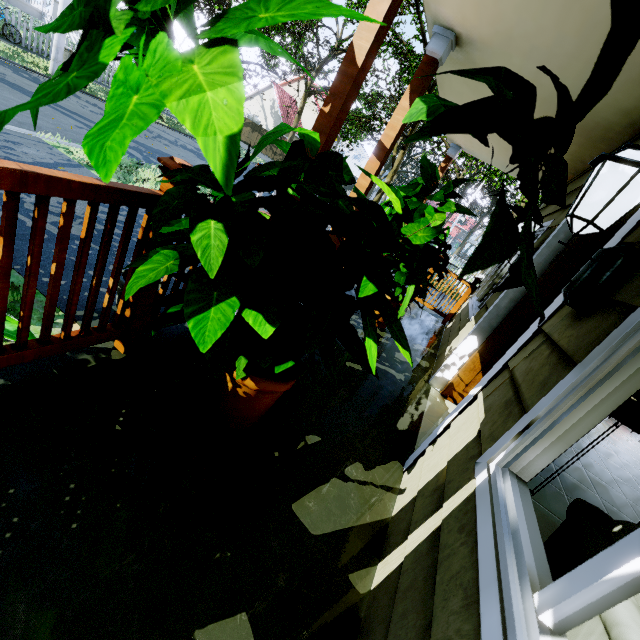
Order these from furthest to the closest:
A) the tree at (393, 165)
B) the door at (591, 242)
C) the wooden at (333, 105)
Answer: the tree at (393, 165), the door at (591, 242), the wooden at (333, 105)

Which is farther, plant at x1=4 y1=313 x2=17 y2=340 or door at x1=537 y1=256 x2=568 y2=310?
door at x1=537 y1=256 x2=568 y2=310

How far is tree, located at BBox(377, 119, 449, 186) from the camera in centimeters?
1623cm

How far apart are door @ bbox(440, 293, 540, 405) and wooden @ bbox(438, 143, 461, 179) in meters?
3.6 m

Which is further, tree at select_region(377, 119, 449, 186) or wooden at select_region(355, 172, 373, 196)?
tree at select_region(377, 119, 449, 186)

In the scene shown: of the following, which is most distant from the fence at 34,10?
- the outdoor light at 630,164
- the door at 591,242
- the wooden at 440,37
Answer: the door at 591,242

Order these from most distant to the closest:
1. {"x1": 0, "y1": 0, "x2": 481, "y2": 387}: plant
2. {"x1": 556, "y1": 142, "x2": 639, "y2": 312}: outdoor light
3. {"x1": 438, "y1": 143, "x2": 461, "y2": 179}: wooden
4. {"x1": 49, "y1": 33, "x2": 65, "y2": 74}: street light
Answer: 1. {"x1": 49, "y1": 33, "x2": 65, "y2": 74}: street light
2. {"x1": 438, "y1": 143, "x2": 461, "y2": 179}: wooden
3. {"x1": 556, "y1": 142, "x2": 639, "y2": 312}: outdoor light
4. {"x1": 0, "y1": 0, "x2": 481, "y2": 387}: plant

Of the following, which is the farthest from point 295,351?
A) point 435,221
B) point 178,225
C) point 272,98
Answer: point 272,98
